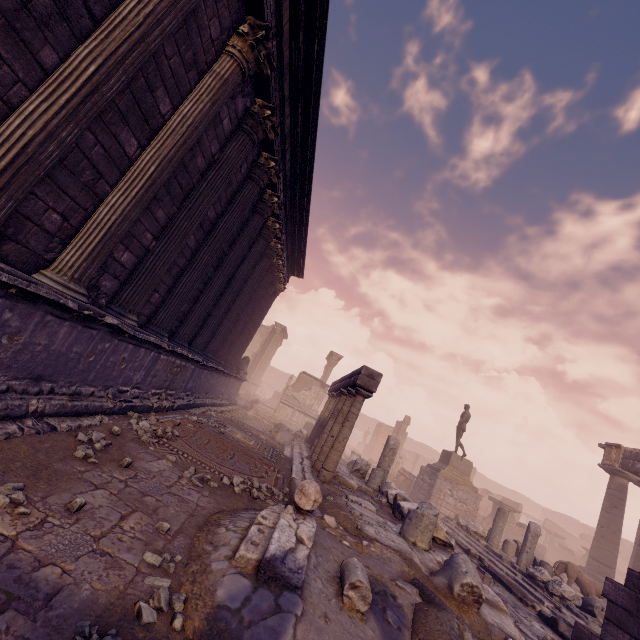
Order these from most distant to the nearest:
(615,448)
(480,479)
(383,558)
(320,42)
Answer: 1. (480,479)
2. (615,448)
3. (320,42)
4. (383,558)

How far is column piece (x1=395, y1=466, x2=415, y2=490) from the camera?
20.28m

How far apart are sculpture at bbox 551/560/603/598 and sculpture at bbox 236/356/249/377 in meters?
14.9

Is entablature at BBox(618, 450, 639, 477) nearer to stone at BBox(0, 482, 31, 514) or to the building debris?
the building debris

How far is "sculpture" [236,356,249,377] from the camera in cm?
1623

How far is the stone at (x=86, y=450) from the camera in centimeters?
379cm

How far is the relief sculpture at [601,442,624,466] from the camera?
17.5 meters

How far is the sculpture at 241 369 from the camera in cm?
1623
